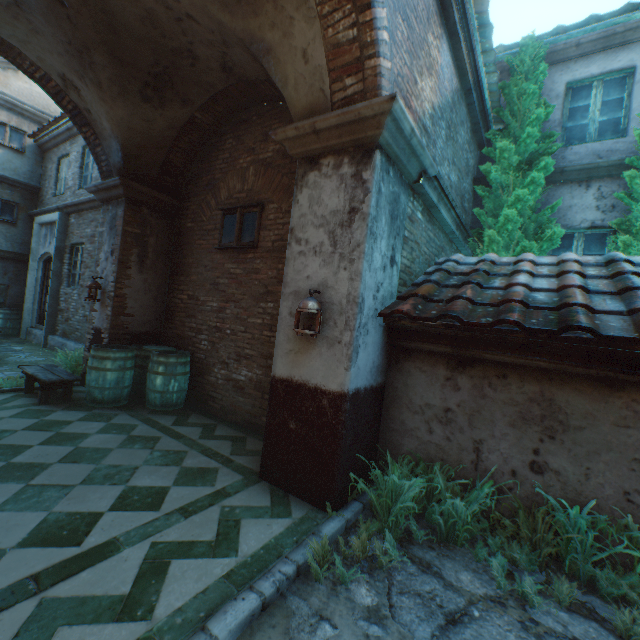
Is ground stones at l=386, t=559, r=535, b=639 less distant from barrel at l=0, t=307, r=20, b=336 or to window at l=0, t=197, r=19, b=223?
barrel at l=0, t=307, r=20, b=336

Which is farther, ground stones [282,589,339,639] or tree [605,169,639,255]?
tree [605,169,639,255]

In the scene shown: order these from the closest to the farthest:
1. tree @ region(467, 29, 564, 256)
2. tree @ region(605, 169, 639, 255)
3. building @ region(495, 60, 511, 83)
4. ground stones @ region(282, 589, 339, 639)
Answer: ground stones @ region(282, 589, 339, 639)
tree @ region(605, 169, 639, 255)
tree @ region(467, 29, 564, 256)
building @ region(495, 60, 511, 83)

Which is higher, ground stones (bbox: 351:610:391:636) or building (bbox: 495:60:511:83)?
building (bbox: 495:60:511:83)

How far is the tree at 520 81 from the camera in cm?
574

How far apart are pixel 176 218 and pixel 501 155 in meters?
6.6 m

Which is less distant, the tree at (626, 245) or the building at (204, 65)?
the building at (204, 65)

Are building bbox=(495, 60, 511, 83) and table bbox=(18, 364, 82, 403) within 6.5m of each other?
no
